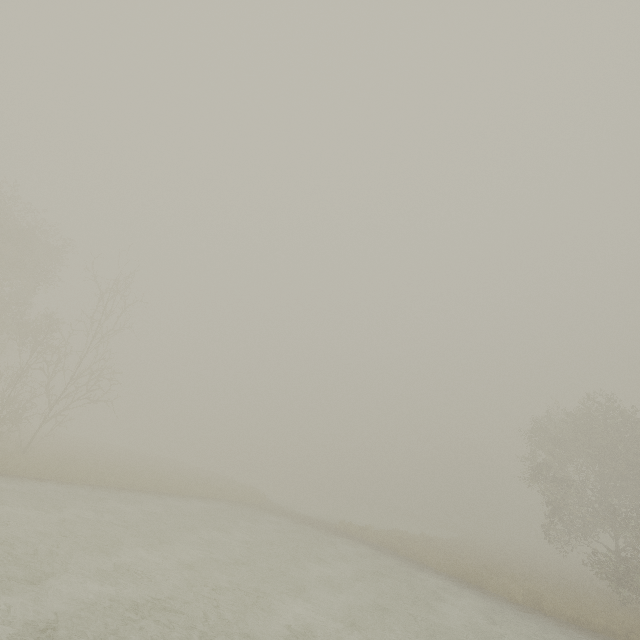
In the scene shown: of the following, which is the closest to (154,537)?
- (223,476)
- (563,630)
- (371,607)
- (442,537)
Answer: (371,607)
